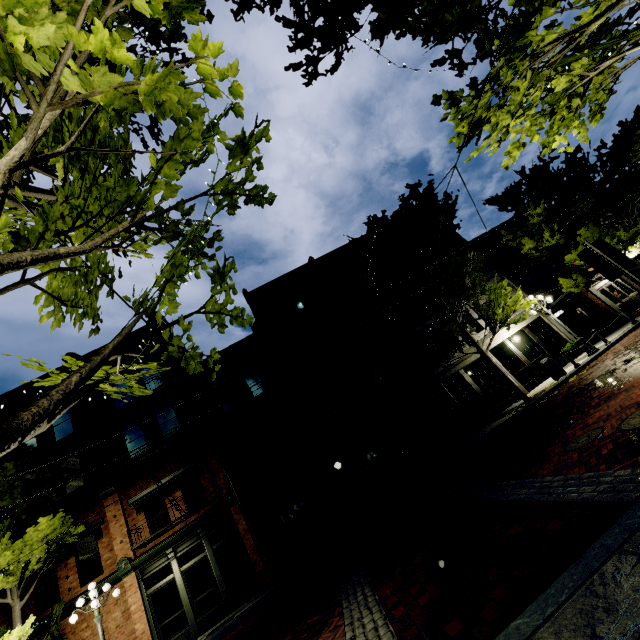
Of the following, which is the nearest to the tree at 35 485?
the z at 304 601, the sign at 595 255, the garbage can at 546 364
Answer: the z at 304 601

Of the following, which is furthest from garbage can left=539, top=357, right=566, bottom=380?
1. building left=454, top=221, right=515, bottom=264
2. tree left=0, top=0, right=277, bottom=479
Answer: building left=454, top=221, right=515, bottom=264

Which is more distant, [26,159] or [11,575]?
[11,575]

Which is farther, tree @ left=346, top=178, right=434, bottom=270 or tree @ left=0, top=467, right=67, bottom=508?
tree @ left=346, top=178, right=434, bottom=270

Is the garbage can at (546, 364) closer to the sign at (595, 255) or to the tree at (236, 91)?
the tree at (236, 91)

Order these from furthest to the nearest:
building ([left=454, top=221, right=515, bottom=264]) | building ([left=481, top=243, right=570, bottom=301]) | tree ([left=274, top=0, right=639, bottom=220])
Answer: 1. building ([left=454, top=221, right=515, bottom=264])
2. building ([left=481, top=243, right=570, bottom=301])
3. tree ([left=274, top=0, right=639, bottom=220])

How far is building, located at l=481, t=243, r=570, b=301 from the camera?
20.97m

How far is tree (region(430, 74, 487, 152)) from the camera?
5.8 meters
